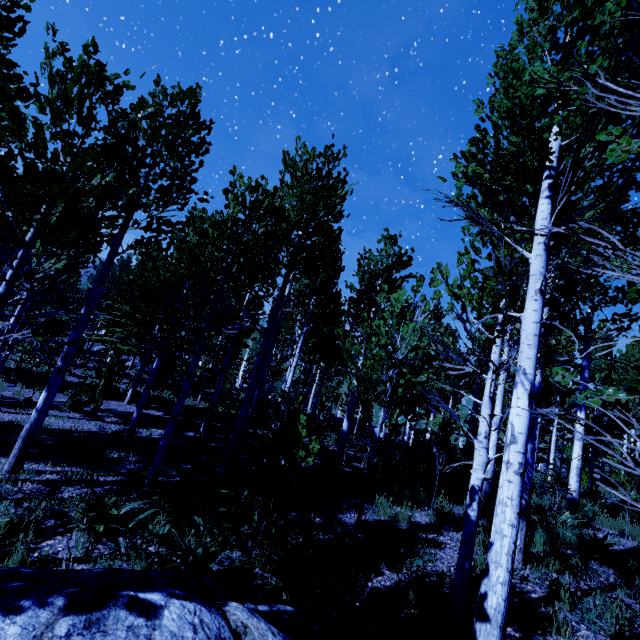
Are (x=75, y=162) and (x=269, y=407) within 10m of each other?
no

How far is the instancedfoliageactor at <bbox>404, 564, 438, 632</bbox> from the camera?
3.7m

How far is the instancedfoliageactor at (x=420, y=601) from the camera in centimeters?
367cm

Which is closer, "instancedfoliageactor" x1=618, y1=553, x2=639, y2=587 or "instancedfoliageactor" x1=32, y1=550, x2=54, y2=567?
"instancedfoliageactor" x1=32, y1=550, x2=54, y2=567

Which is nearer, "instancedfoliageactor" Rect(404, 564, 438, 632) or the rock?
the rock

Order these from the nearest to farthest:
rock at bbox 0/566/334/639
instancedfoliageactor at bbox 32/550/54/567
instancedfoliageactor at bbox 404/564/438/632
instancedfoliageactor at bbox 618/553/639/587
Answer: rock at bbox 0/566/334/639, instancedfoliageactor at bbox 32/550/54/567, instancedfoliageactor at bbox 404/564/438/632, instancedfoliageactor at bbox 618/553/639/587
